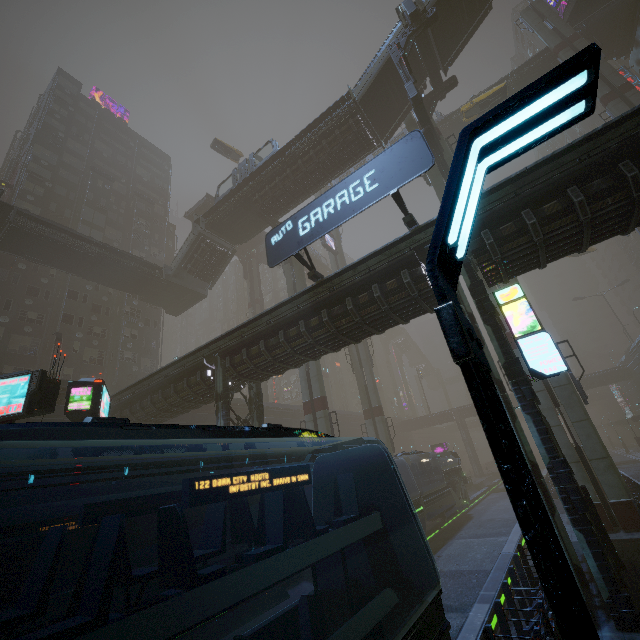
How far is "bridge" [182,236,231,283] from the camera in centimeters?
3371cm

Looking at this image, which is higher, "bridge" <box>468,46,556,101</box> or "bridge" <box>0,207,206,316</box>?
"bridge" <box>468,46,556,101</box>

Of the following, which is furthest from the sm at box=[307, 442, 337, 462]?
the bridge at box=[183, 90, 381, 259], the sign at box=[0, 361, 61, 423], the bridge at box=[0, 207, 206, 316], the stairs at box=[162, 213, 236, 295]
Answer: the sign at box=[0, 361, 61, 423]

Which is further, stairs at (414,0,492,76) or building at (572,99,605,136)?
building at (572,99,605,136)

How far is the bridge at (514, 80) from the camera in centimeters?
3553cm

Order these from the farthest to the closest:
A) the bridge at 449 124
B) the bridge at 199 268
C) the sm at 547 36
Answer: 1. the bridge at 449 124
2. the bridge at 199 268
3. the sm at 547 36

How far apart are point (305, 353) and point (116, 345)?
30.70m

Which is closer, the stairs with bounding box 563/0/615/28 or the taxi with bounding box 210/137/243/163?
the stairs with bounding box 563/0/615/28
